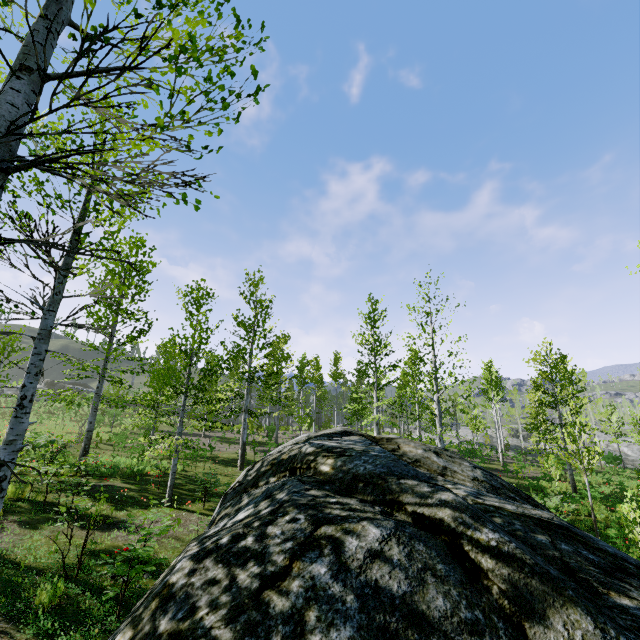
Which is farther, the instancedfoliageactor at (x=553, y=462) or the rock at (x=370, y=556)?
the instancedfoliageactor at (x=553, y=462)

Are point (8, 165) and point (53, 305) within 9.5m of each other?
yes

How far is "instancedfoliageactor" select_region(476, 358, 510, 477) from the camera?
25.1 meters

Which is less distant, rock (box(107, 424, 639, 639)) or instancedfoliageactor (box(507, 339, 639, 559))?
rock (box(107, 424, 639, 639))

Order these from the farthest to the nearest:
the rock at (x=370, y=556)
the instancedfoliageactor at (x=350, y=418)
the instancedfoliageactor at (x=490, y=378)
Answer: the instancedfoliageactor at (x=490, y=378), the instancedfoliageactor at (x=350, y=418), the rock at (x=370, y=556)

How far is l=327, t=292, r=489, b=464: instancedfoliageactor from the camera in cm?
1246

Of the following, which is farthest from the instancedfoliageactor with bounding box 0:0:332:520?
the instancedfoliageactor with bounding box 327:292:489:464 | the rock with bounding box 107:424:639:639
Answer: the rock with bounding box 107:424:639:639

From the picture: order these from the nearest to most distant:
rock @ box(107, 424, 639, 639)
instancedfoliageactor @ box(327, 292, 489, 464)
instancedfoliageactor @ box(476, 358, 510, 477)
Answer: rock @ box(107, 424, 639, 639) < instancedfoliageactor @ box(327, 292, 489, 464) < instancedfoliageactor @ box(476, 358, 510, 477)
